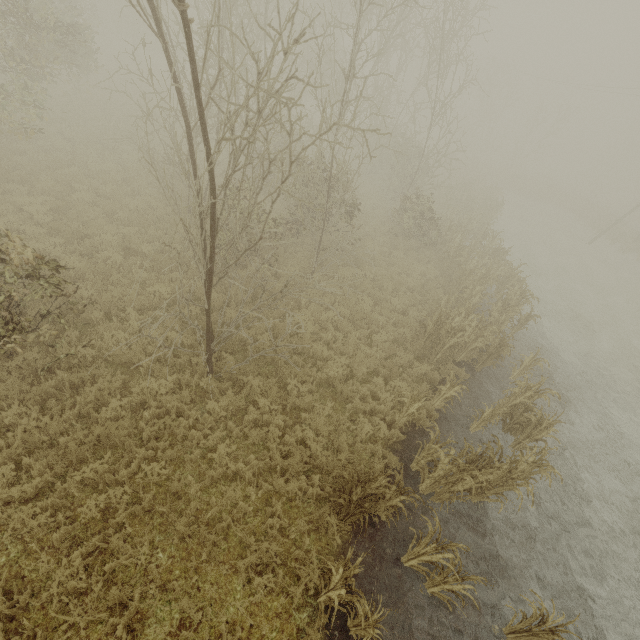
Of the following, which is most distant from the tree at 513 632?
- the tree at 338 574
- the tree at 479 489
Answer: the tree at 479 489

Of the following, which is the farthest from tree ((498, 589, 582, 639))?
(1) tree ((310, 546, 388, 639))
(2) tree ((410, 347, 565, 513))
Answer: (2) tree ((410, 347, 565, 513))

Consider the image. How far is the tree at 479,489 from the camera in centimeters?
636cm

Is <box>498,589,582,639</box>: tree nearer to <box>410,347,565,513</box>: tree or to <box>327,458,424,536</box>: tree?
<box>327,458,424,536</box>: tree

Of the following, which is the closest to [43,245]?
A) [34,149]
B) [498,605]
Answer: [34,149]

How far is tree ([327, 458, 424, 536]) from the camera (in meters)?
5.46

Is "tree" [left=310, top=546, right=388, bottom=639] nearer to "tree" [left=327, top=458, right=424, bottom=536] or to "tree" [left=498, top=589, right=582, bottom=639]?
"tree" [left=498, top=589, right=582, bottom=639]

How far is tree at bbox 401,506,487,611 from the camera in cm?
513
